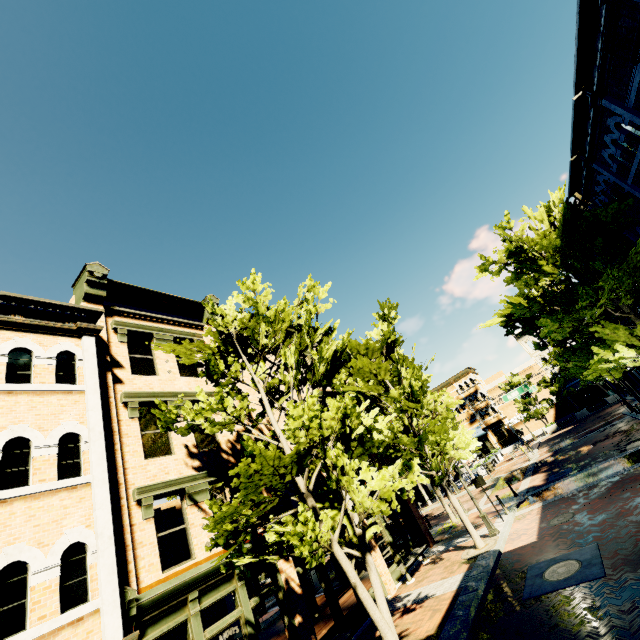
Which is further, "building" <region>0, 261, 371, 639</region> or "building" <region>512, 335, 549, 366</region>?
"building" <region>512, 335, 549, 366</region>

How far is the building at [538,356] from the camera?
48.1m

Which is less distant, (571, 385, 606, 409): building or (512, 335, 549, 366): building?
(571, 385, 606, 409): building

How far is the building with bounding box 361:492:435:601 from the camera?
13.41m

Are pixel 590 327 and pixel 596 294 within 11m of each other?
yes

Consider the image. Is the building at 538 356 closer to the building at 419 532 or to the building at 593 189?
the building at 593 189

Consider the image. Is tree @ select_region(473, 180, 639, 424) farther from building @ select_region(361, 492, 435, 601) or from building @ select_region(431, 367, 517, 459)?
building @ select_region(431, 367, 517, 459)

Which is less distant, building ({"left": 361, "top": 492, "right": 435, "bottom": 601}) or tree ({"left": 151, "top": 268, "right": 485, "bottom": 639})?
tree ({"left": 151, "top": 268, "right": 485, "bottom": 639})
